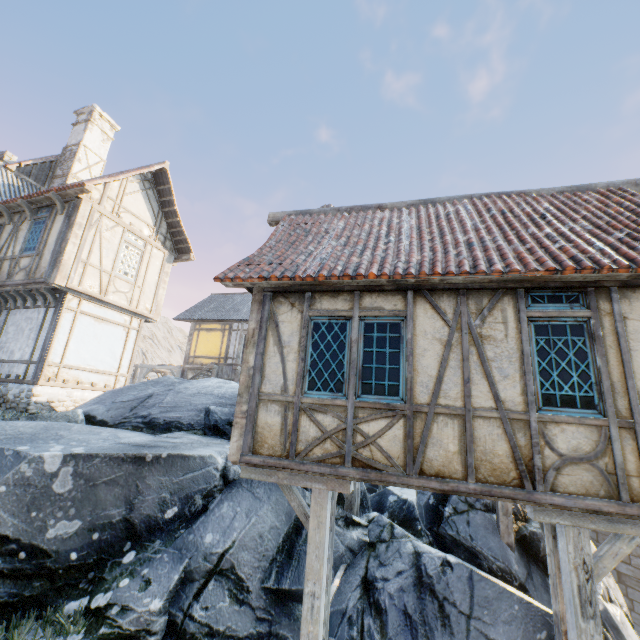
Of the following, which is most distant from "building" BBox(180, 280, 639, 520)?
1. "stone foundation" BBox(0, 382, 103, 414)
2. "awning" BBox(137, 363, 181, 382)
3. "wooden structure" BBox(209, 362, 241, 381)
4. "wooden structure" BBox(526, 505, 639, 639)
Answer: "awning" BBox(137, 363, 181, 382)

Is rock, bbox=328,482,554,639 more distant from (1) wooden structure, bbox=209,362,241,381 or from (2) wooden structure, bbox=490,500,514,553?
(1) wooden structure, bbox=209,362,241,381

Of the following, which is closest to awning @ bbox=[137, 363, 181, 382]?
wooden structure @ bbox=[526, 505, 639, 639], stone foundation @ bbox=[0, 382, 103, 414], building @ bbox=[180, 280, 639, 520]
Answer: stone foundation @ bbox=[0, 382, 103, 414]

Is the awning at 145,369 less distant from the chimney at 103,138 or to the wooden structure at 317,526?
the chimney at 103,138

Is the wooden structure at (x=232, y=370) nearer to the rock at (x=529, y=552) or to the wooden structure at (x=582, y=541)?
the rock at (x=529, y=552)

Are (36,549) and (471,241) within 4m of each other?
no

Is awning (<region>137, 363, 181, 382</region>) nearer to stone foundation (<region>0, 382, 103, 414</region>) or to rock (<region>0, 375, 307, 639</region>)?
stone foundation (<region>0, 382, 103, 414</region>)

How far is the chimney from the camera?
15.2 meters
